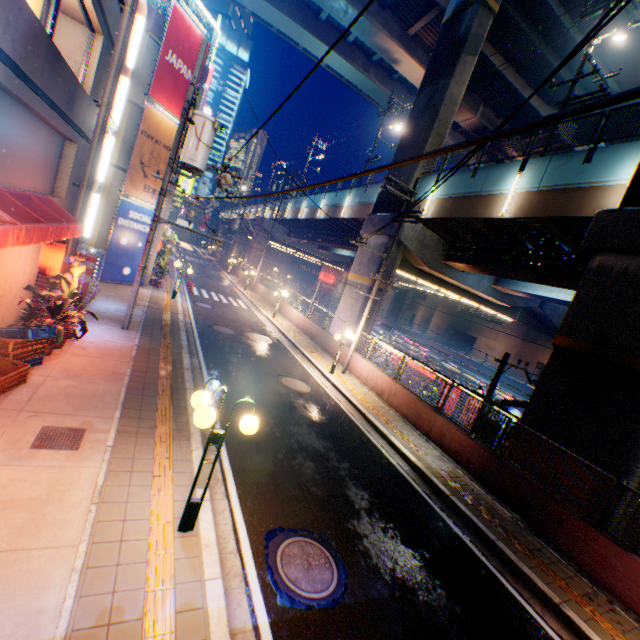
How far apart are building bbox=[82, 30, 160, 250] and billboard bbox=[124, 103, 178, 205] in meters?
0.1

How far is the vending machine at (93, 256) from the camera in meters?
10.5

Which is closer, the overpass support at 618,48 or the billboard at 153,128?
the billboard at 153,128

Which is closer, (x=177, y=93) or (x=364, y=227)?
(x=177, y=93)

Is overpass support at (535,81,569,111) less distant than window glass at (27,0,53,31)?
No

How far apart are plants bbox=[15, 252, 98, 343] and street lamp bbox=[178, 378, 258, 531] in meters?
5.3

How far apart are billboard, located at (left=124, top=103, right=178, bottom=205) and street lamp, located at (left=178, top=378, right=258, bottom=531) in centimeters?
1551cm

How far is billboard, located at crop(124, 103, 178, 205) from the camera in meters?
15.7 m
